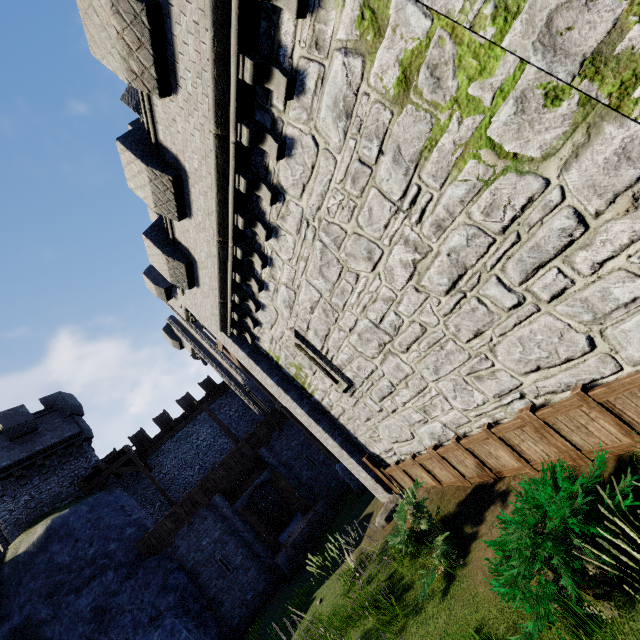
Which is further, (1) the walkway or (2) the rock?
(1) the walkway

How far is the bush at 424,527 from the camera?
5.9 meters

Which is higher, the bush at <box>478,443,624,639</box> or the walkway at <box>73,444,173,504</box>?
the walkway at <box>73,444,173,504</box>

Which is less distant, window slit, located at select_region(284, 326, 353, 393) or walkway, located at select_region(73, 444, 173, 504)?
window slit, located at select_region(284, 326, 353, 393)

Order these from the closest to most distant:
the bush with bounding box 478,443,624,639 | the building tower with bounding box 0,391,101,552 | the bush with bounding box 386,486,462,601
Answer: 1. the bush with bounding box 478,443,624,639
2. the bush with bounding box 386,486,462,601
3. the building tower with bounding box 0,391,101,552

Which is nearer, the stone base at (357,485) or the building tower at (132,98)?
the stone base at (357,485)

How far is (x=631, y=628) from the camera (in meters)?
3.11

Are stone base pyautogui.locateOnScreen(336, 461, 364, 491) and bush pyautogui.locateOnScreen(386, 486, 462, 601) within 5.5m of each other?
no
